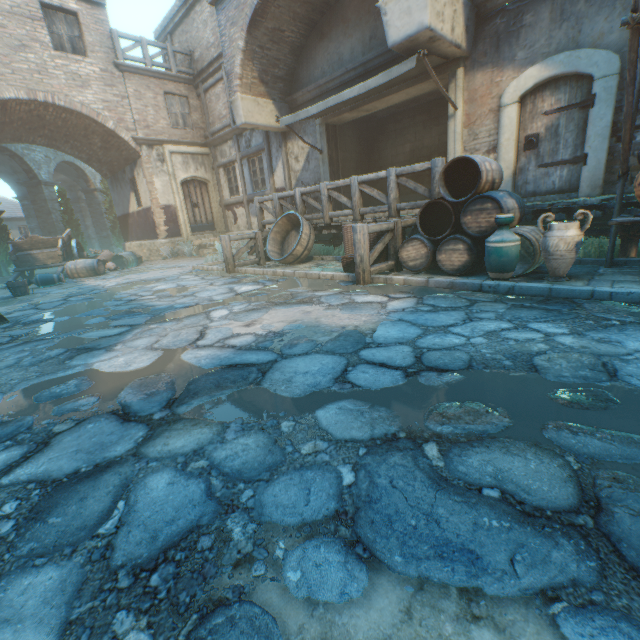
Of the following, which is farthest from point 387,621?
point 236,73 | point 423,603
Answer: point 236,73

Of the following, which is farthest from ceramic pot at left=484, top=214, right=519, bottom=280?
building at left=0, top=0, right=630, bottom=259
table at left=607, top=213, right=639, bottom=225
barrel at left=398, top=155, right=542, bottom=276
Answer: building at left=0, top=0, right=630, bottom=259

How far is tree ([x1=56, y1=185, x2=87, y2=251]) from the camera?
19.66m

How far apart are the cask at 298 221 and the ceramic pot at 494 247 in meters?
4.7 m

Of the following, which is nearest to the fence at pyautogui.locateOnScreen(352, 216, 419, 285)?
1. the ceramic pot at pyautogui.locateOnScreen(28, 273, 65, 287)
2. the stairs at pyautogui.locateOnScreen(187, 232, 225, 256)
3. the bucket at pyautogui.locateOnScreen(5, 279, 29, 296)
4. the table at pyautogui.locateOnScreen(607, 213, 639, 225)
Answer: the table at pyautogui.locateOnScreen(607, 213, 639, 225)

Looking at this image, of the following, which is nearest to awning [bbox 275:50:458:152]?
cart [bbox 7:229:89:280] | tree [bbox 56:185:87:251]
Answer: cart [bbox 7:229:89:280]

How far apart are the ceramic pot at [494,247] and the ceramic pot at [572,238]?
0.27m

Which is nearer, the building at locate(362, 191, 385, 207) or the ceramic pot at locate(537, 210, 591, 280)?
the ceramic pot at locate(537, 210, 591, 280)
